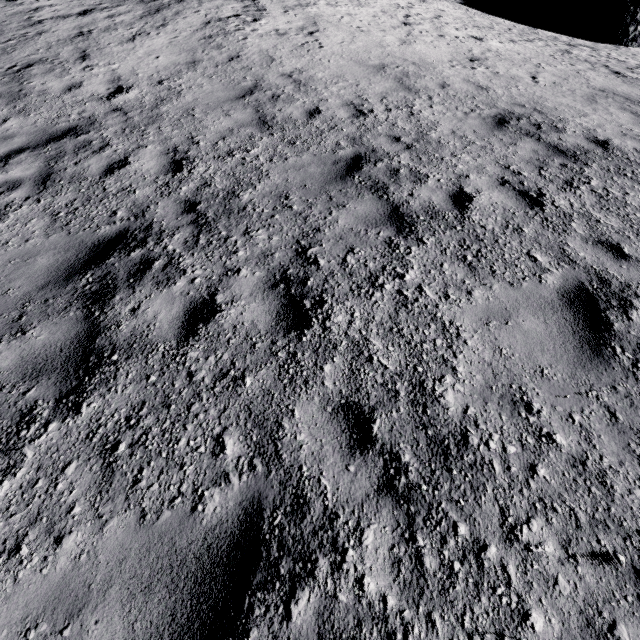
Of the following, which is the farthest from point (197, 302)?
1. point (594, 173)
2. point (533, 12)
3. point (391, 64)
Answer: point (533, 12)
